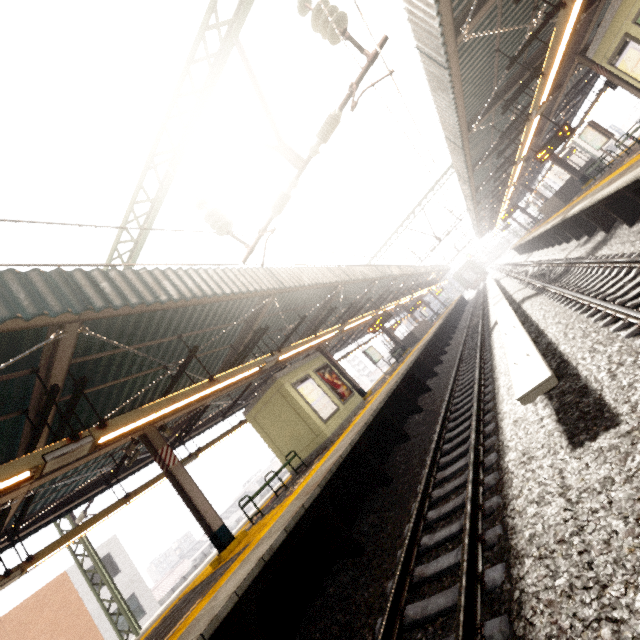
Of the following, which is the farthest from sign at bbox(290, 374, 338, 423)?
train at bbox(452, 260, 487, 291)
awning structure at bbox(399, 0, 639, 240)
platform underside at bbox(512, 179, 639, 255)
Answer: train at bbox(452, 260, 487, 291)

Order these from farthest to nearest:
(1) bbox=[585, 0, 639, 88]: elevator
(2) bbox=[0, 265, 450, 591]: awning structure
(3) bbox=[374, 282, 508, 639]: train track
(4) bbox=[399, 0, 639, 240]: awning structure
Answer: (1) bbox=[585, 0, 639, 88]: elevator, (4) bbox=[399, 0, 639, 240]: awning structure, (2) bbox=[0, 265, 450, 591]: awning structure, (3) bbox=[374, 282, 508, 639]: train track

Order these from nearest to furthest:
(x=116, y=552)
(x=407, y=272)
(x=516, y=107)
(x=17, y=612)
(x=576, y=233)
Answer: (x=516, y=107) < (x=576, y=233) < (x=17, y=612) < (x=116, y=552) < (x=407, y=272)

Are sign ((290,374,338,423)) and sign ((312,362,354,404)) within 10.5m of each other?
yes

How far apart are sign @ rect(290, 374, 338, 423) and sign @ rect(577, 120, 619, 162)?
15.5 meters

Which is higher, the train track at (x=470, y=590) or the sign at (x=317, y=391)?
the sign at (x=317, y=391)

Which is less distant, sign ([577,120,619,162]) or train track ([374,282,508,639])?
train track ([374,282,508,639])

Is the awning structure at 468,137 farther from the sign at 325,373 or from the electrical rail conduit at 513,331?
the sign at 325,373
